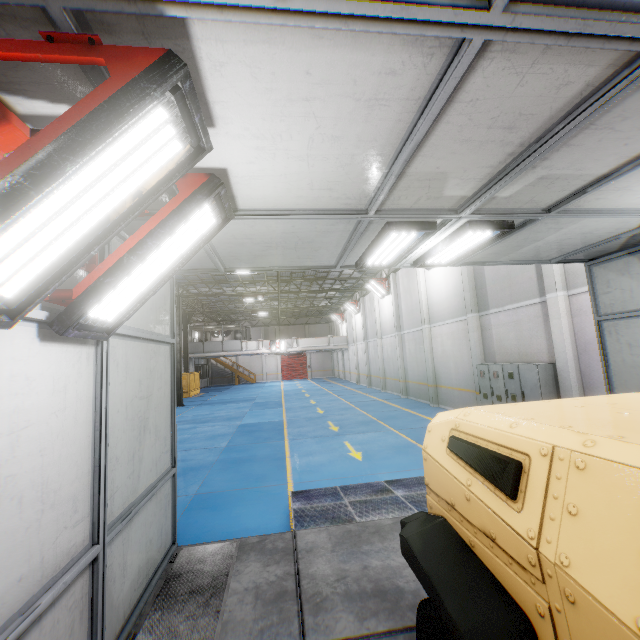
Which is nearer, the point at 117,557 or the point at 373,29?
the point at 373,29

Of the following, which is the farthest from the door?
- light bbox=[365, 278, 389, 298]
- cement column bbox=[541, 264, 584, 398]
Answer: cement column bbox=[541, 264, 584, 398]

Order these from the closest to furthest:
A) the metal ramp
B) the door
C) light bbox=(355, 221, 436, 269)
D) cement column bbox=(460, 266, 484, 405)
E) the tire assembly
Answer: the tire assembly
light bbox=(355, 221, 436, 269)
the metal ramp
cement column bbox=(460, 266, 484, 405)
the door

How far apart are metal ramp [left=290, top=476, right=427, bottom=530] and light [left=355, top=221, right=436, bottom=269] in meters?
3.9 m

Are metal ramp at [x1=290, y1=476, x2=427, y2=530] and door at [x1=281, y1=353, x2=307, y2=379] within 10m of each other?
no

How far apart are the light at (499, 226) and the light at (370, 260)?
0.4 meters

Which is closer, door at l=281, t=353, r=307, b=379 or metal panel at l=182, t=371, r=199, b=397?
metal panel at l=182, t=371, r=199, b=397

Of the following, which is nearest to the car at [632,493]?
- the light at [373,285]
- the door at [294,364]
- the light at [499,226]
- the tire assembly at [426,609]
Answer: the tire assembly at [426,609]
